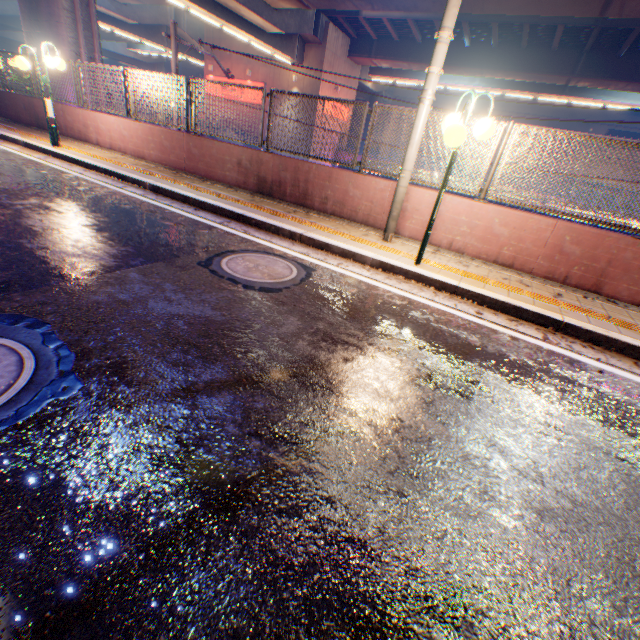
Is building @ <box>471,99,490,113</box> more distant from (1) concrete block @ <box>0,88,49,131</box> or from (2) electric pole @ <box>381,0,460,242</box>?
(2) electric pole @ <box>381,0,460,242</box>

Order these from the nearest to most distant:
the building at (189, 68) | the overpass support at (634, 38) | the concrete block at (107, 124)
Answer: the concrete block at (107, 124) → the overpass support at (634, 38) → the building at (189, 68)

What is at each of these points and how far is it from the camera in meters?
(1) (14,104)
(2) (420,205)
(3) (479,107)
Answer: (1) concrete block, 12.2 m
(2) concrete block, 6.4 m
(3) building, 39.8 m

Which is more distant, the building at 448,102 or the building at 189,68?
the building at 189,68

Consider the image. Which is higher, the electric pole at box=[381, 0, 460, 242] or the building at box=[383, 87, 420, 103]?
the building at box=[383, 87, 420, 103]

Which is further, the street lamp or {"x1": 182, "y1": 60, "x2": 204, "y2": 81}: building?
{"x1": 182, "y1": 60, "x2": 204, "y2": 81}: building

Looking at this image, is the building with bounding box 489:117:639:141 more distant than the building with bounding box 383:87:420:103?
No

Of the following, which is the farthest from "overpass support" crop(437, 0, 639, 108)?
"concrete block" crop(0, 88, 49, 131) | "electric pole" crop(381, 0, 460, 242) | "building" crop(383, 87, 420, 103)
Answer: "building" crop(383, 87, 420, 103)
